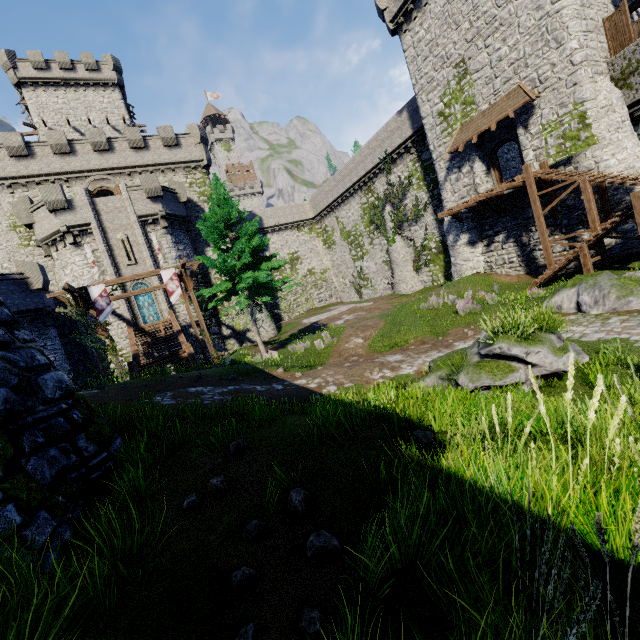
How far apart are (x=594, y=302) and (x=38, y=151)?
39.9m

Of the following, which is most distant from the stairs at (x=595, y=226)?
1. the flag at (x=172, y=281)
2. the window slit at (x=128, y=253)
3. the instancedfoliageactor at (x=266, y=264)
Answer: the window slit at (x=128, y=253)

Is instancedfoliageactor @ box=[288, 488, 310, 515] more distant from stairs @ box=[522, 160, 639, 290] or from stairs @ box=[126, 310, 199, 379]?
stairs @ box=[126, 310, 199, 379]

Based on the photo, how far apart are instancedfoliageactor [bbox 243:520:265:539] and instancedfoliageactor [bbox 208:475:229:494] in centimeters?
107cm

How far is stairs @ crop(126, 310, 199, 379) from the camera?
17.42m

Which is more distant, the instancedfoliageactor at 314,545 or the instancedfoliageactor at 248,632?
the instancedfoliageactor at 314,545

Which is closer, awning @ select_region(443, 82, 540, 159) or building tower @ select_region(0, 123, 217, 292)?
awning @ select_region(443, 82, 540, 159)

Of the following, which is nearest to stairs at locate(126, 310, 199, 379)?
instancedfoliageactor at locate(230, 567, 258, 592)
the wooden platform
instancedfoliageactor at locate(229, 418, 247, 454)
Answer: instancedfoliageactor at locate(229, 418, 247, 454)
